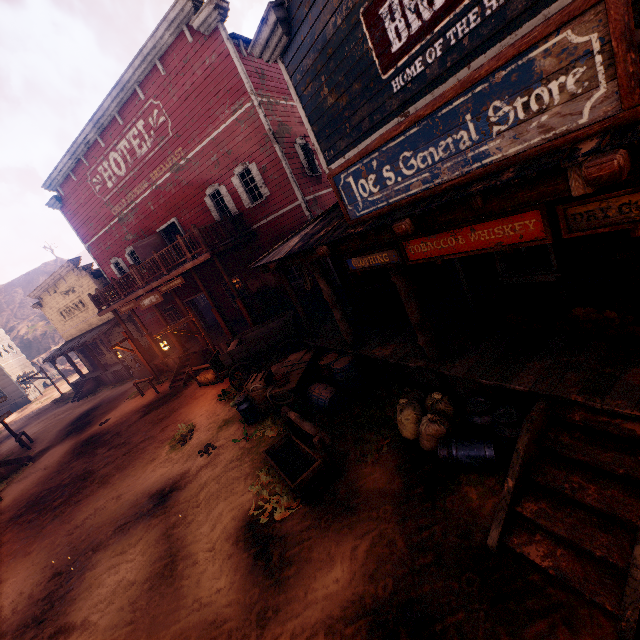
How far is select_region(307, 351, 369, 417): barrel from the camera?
7.4m

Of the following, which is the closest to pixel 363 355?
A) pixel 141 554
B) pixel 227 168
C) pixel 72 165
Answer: pixel 141 554

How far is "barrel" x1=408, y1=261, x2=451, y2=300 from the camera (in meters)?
8.00

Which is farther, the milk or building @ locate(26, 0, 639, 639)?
the milk

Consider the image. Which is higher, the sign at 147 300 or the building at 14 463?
the sign at 147 300

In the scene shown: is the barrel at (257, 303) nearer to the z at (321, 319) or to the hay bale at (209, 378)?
the z at (321, 319)

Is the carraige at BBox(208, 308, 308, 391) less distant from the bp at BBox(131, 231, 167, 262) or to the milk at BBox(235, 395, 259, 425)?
the milk at BBox(235, 395, 259, 425)

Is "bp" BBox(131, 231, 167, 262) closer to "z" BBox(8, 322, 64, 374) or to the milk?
"z" BBox(8, 322, 64, 374)
